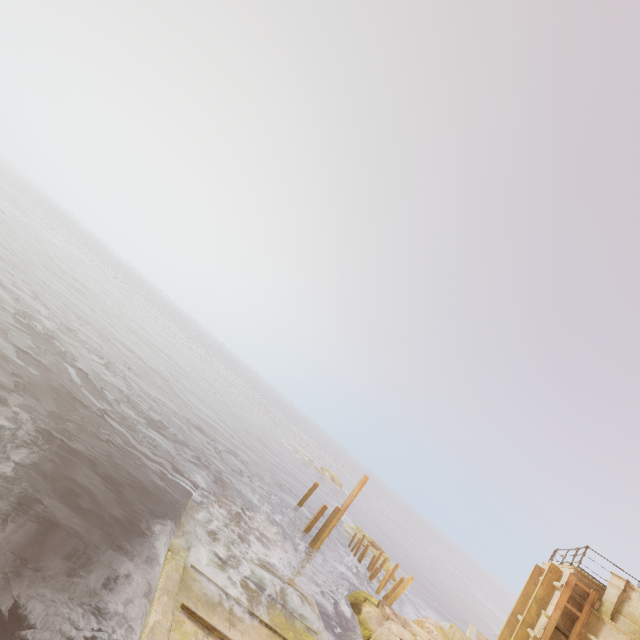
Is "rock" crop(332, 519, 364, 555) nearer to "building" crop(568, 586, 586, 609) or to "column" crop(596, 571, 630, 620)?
"building" crop(568, 586, 586, 609)

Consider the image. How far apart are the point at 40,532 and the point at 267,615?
7.28m

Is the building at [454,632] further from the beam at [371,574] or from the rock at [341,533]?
the rock at [341,533]

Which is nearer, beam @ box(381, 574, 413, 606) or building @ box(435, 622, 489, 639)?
building @ box(435, 622, 489, 639)

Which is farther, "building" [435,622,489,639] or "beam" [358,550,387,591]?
"beam" [358,550,387,591]

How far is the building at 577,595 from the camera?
12.4 meters

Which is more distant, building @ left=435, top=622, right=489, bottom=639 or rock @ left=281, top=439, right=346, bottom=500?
rock @ left=281, top=439, right=346, bottom=500

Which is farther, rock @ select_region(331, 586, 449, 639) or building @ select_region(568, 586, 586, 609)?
rock @ select_region(331, 586, 449, 639)
